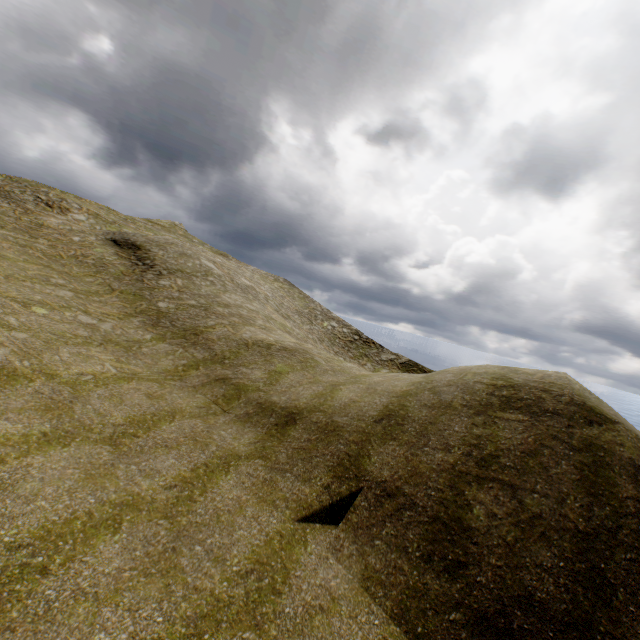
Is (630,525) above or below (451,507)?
above
